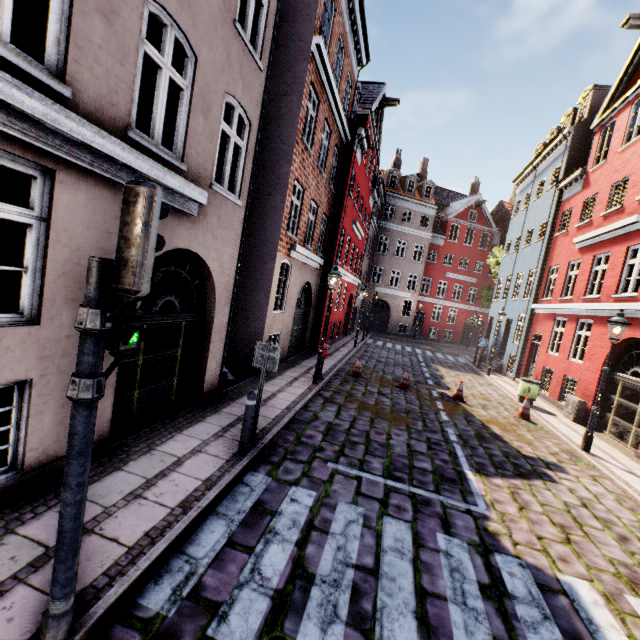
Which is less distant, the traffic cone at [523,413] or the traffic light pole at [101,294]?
the traffic light pole at [101,294]

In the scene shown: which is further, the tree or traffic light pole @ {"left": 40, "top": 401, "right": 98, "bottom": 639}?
the tree

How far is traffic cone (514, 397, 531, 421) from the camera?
11.2 meters

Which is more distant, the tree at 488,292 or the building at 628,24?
the tree at 488,292

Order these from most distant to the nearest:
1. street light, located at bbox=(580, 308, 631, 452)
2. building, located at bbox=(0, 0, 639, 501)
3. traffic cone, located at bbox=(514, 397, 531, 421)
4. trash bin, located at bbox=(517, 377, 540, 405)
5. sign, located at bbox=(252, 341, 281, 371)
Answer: trash bin, located at bbox=(517, 377, 540, 405)
traffic cone, located at bbox=(514, 397, 531, 421)
street light, located at bbox=(580, 308, 631, 452)
sign, located at bbox=(252, 341, 281, 371)
building, located at bbox=(0, 0, 639, 501)

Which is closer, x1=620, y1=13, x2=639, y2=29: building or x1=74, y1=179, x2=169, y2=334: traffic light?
x1=74, y1=179, x2=169, y2=334: traffic light

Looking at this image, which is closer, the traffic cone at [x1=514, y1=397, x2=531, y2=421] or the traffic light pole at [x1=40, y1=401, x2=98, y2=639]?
the traffic light pole at [x1=40, y1=401, x2=98, y2=639]

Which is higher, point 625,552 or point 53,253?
point 53,253
